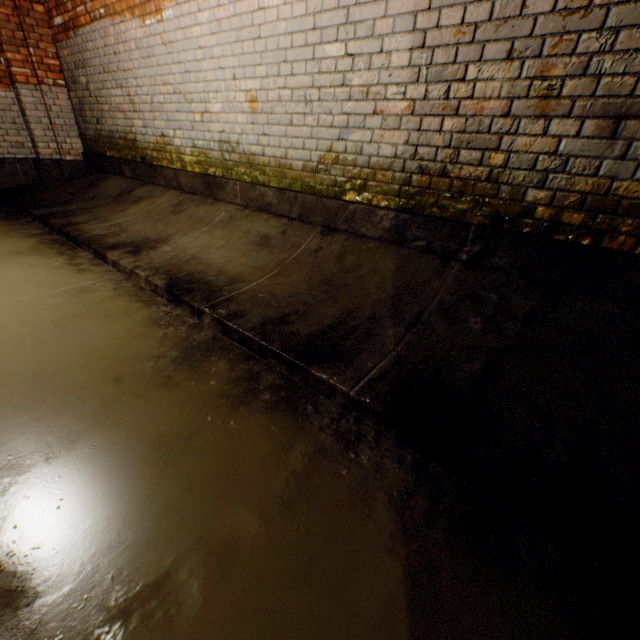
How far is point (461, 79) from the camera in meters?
2.0 m
